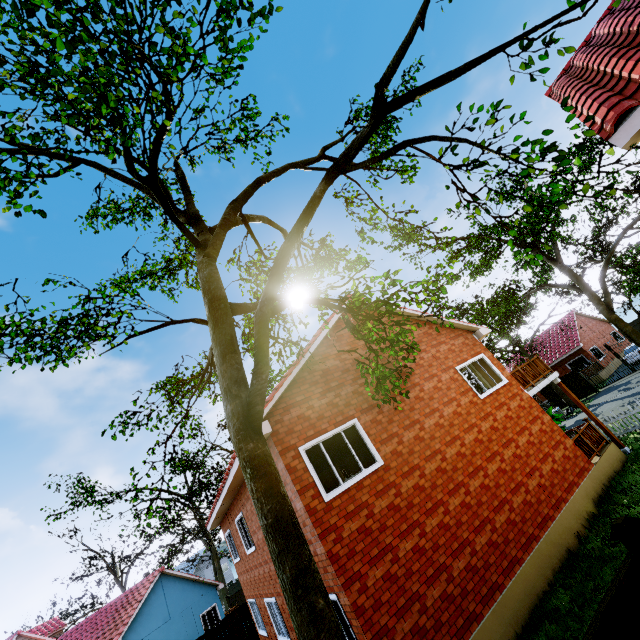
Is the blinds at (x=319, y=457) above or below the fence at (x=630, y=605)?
above

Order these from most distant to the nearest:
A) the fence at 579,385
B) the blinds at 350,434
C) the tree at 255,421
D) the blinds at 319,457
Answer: the fence at 579,385 → the blinds at 350,434 → the blinds at 319,457 → the tree at 255,421

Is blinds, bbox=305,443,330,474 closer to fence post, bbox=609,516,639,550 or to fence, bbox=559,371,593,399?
fence post, bbox=609,516,639,550

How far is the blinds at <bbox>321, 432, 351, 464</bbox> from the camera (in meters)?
8.52

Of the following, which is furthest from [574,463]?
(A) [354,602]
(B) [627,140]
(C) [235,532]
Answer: (C) [235,532]

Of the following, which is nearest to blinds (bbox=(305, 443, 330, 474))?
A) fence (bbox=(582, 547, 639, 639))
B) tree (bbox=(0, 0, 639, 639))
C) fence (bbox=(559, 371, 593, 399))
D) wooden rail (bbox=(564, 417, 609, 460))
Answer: fence (bbox=(582, 547, 639, 639))

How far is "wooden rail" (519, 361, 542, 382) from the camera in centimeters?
1354cm

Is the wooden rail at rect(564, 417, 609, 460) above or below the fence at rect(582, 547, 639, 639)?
below
